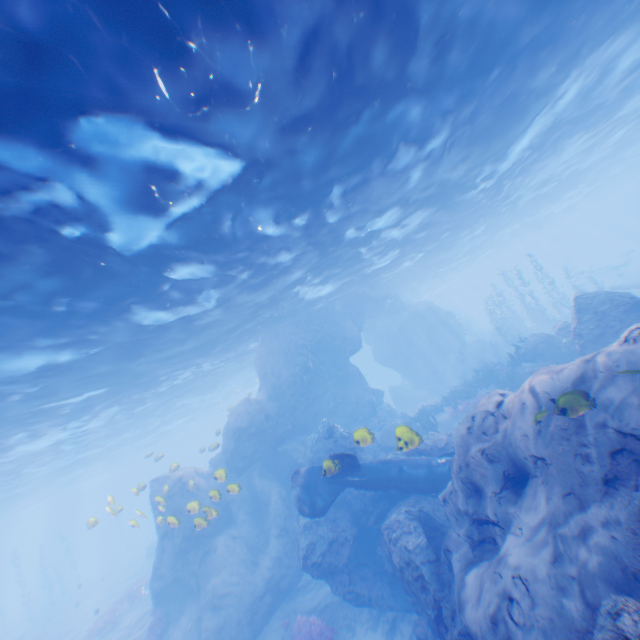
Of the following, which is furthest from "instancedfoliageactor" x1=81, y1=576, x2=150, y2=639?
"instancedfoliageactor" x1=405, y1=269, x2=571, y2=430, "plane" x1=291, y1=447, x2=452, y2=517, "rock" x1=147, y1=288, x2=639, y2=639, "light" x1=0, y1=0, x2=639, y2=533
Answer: "instancedfoliageactor" x1=405, y1=269, x2=571, y2=430

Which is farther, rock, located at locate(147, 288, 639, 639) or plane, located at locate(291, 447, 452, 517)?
plane, located at locate(291, 447, 452, 517)

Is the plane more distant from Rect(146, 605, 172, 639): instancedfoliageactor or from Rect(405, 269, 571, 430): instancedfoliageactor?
Rect(146, 605, 172, 639): instancedfoliageactor

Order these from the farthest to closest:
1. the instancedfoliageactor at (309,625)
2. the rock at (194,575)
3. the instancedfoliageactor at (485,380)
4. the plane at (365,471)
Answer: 1. the instancedfoliageactor at (485,380)
2. the instancedfoliageactor at (309,625)
3. the plane at (365,471)
4. the rock at (194,575)

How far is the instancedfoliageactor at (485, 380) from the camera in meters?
19.6

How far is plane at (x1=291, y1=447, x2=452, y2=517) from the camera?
11.6m

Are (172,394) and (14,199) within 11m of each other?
no

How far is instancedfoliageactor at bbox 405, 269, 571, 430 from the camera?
19.6 meters
